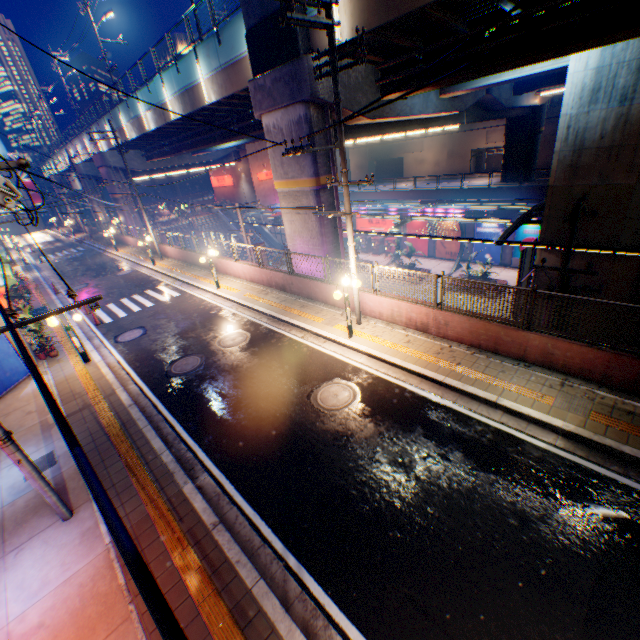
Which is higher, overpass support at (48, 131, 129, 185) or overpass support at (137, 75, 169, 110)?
overpass support at (137, 75, 169, 110)

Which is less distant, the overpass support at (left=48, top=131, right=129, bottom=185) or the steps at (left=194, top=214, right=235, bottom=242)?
the overpass support at (left=48, top=131, right=129, bottom=185)

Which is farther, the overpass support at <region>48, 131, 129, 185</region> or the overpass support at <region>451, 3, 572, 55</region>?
the overpass support at <region>48, 131, 129, 185</region>

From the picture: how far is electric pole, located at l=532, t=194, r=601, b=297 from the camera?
8.6m

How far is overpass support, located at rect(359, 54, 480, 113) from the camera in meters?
12.0 m

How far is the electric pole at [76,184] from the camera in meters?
33.5 m

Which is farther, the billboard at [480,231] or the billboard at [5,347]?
the billboard at [480,231]

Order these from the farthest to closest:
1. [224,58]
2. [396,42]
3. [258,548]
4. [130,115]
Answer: [130,115], [224,58], [396,42], [258,548]
